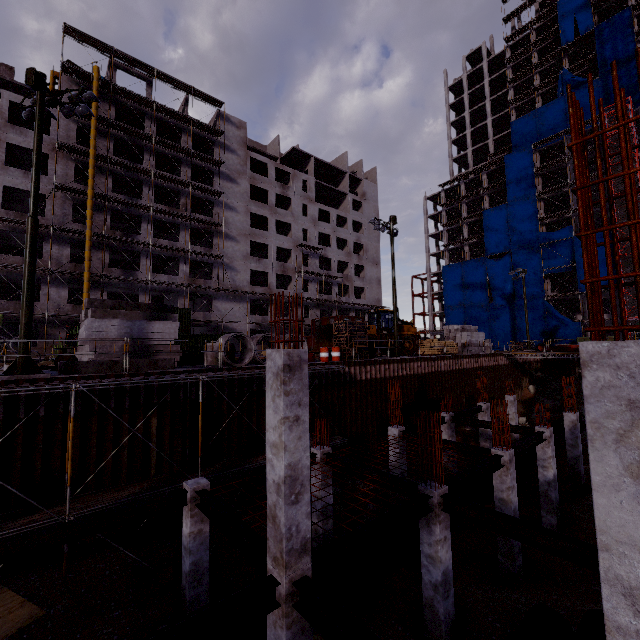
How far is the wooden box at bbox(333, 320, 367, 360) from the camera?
21.47m

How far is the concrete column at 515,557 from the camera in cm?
1170

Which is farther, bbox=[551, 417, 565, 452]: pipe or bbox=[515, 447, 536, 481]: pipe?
bbox=[551, 417, 565, 452]: pipe

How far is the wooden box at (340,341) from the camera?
21.5m

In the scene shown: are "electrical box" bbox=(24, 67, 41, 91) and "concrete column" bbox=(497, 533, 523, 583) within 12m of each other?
no

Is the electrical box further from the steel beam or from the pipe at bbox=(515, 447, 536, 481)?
the pipe at bbox=(515, 447, 536, 481)

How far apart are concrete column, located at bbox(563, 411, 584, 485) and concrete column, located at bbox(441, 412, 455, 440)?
6.17m

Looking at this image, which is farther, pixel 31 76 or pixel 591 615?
pixel 31 76
